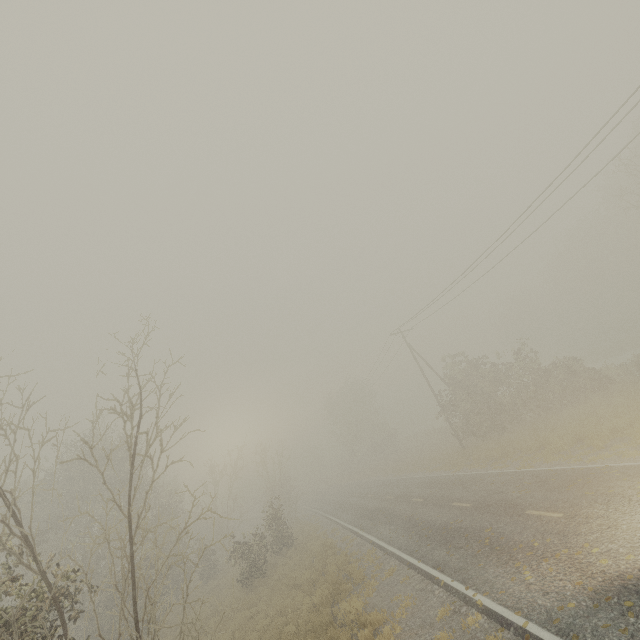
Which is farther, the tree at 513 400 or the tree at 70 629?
the tree at 513 400

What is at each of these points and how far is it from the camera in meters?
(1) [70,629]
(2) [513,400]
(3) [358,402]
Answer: (1) tree, 17.6 m
(2) tree, 24.9 m
(3) tree, 53.7 m

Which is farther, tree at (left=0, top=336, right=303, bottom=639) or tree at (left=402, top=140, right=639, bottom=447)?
tree at (left=402, top=140, right=639, bottom=447)

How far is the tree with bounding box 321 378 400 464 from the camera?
50.9m

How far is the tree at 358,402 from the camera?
50.91m

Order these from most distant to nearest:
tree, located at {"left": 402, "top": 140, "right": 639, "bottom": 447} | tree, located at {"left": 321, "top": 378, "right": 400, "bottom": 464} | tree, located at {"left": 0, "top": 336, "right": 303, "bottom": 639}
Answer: tree, located at {"left": 321, "top": 378, "right": 400, "bottom": 464} < tree, located at {"left": 402, "top": 140, "right": 639, "bottom": 447} < tree, located at {"left": 0, "top": 336, "right": 303, "bottom": 639}
